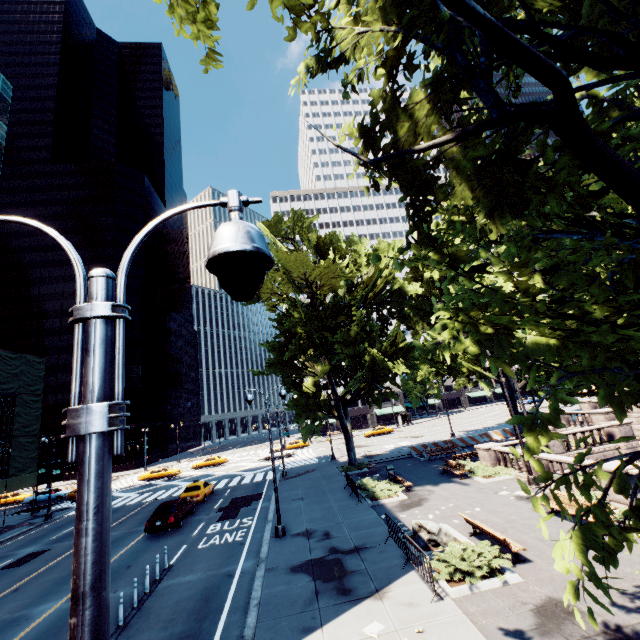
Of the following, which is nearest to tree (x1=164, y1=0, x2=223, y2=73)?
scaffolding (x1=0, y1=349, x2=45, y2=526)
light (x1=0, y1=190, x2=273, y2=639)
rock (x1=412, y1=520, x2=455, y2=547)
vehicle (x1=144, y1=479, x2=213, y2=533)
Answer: light (x1=0, y1=190, x2=273, y2=639)

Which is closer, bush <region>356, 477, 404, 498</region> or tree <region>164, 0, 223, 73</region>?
tree <region>164, 0, 223, 73</region>

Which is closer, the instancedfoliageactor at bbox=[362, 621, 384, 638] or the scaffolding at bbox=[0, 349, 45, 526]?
the instancedfoliageactor at bbox=[362, 621, 384, 638]

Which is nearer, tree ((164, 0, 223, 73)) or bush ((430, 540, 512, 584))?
tree ((164, 0, 223, 73))

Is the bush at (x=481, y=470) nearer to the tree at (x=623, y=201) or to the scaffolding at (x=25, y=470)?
the tree at (x=623, y=201)

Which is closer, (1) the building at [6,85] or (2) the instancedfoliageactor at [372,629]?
(2) the instancedfoliageactor at [372,629]

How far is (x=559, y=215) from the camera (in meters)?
6.13

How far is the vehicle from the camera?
19.44m
